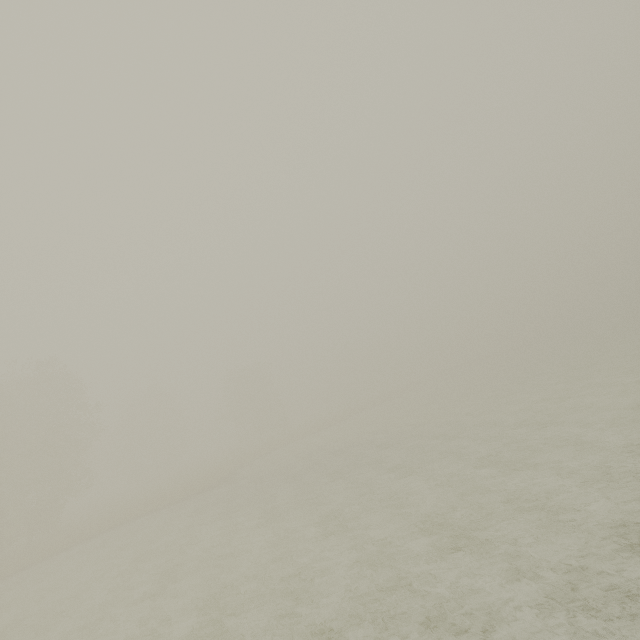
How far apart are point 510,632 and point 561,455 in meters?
8.5 m
